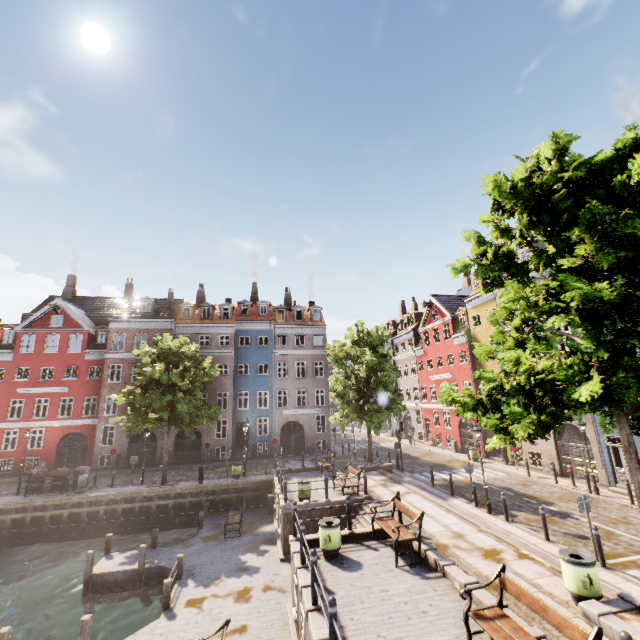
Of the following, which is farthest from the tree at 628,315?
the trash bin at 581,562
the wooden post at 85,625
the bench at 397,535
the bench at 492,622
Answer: the wooden post at 85,625

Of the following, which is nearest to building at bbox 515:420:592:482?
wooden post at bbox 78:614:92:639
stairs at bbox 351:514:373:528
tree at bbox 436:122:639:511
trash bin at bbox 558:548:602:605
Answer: tree at bbox 436:122:639:511

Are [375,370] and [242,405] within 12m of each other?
no

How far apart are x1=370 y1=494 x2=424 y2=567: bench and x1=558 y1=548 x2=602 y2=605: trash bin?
3.4m

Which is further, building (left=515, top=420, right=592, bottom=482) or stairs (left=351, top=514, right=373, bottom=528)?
building (left=515, top=420, right=592, bottom=482)

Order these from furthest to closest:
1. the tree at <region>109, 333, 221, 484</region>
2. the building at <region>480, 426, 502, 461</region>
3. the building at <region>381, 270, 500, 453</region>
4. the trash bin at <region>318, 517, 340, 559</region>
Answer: the building at <region>381, 270, 500, 453</region>, the building at <region>480, 426, 502, 461</region>, the tree at <region>109, 333, 221, 484</region>, the trash bin at <region>318, 517, 340, 559</region>

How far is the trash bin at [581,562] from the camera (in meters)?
7.26

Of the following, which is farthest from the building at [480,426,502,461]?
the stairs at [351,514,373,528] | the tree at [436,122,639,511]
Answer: the stairs at [351,514,373,528]
